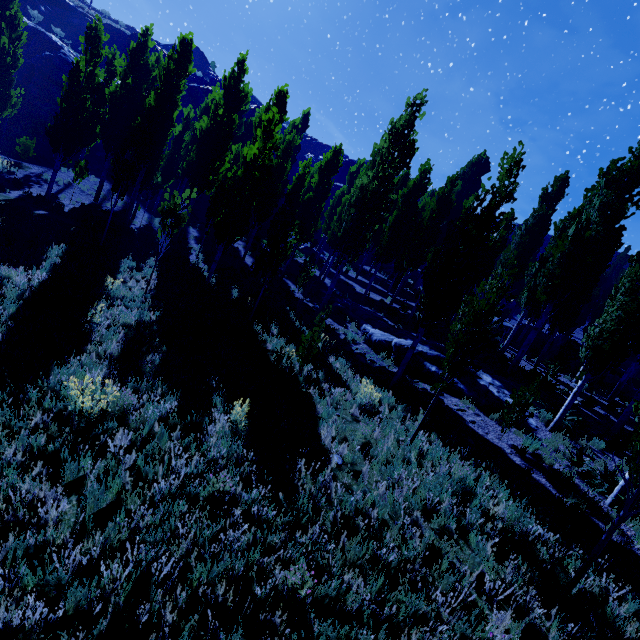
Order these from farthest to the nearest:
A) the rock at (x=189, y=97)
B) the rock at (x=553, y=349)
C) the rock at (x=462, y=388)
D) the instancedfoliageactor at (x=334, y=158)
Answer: the rock at (x=189, y=97) < the rock at (x=553, y=349) < the rock at (x=462, y=388) < the instancedfoliageactor at (x=334, y=158)

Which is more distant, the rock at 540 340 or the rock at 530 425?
the rock at 540 340

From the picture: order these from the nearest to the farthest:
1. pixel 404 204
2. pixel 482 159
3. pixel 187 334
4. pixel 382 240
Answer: pixel 187 334, pixel 404 204, pixel 382 240, pixel 482 159

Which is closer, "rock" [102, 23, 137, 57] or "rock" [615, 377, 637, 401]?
"rock" [615, 377, 637, 401]

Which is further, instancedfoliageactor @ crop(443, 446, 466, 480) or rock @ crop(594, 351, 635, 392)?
rock @ crop(594, 351, 635, 392)

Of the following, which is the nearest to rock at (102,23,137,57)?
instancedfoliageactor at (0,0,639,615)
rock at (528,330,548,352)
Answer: instancedfoliageactor at (0,0,639,615)

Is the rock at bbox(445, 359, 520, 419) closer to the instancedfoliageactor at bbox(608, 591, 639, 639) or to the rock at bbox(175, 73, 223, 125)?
the instancedfoliageactor at bbox(608, 591, 639, 639)

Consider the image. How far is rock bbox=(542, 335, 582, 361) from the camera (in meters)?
21.64
